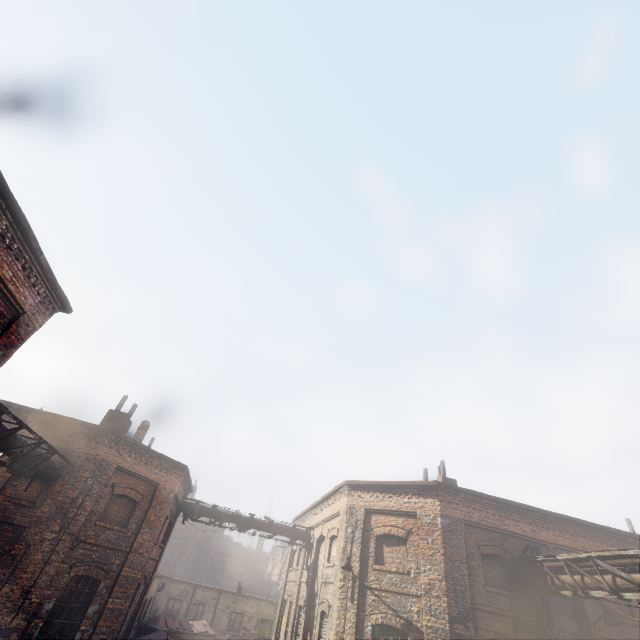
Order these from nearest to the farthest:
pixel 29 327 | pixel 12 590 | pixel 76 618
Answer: pixel 29 327 → pixel 12 590 → pixel 76 618

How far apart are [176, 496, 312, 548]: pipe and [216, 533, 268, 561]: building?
43.2 meters

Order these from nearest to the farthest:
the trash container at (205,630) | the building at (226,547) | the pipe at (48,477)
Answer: the pipe at (48,477) → the trash container at (205,630) → the building at (226,547)

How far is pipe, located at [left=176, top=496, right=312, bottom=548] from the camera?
18.3m

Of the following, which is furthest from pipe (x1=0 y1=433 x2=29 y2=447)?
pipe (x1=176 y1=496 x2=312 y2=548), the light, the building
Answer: the building

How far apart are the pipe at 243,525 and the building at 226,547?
43.24m

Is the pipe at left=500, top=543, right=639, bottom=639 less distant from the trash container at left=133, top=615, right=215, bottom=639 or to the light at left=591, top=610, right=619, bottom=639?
the light at left=591, top=610, right=619, bottom=639

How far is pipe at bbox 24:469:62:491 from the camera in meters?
11.6
